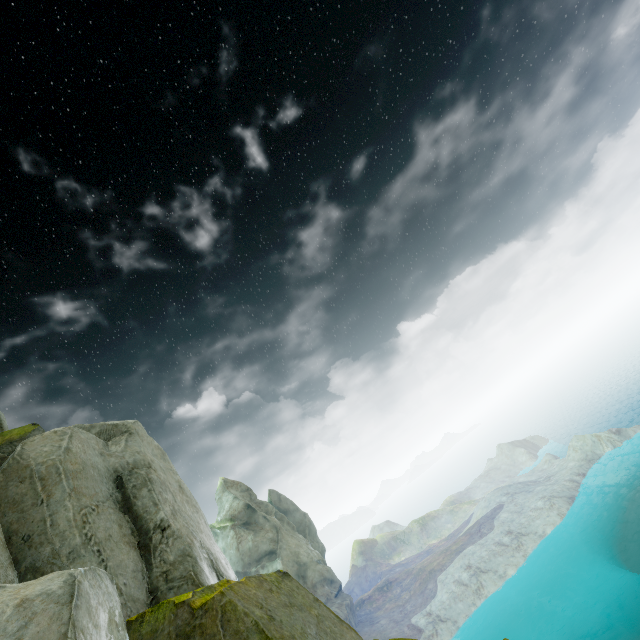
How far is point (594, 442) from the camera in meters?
52.5 m
